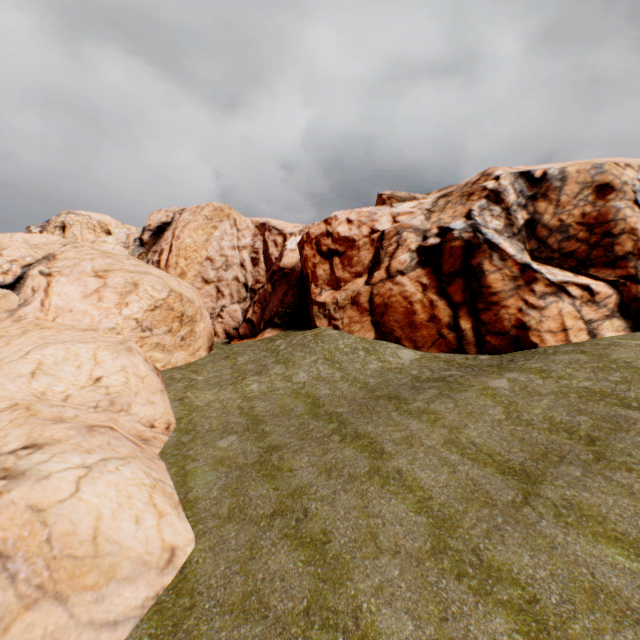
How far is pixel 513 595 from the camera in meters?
6.3 m
